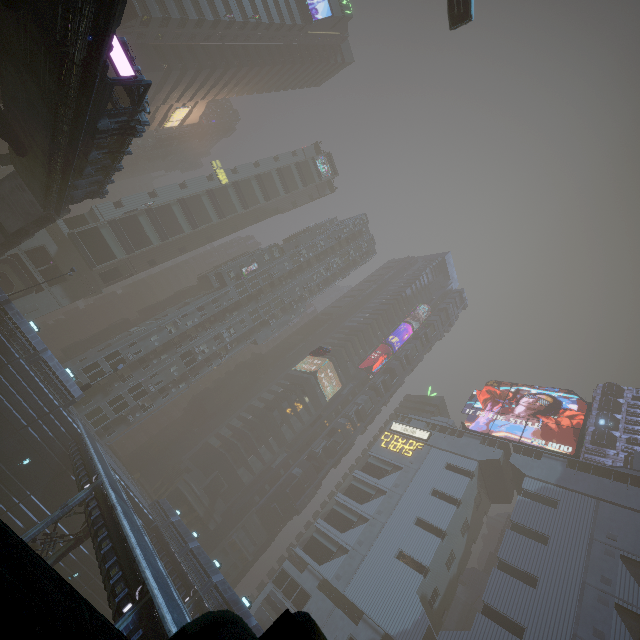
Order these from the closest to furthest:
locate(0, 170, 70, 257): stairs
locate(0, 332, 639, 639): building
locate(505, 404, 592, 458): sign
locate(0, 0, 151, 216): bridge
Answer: locate(0, 332, 639, 639): building < locate(0, 0, 151, 216): bridge < locate(0, 170, 70, 257): stairs < locate(505, 404, 592, 458): sign

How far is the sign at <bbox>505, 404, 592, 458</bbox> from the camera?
54.3 meters

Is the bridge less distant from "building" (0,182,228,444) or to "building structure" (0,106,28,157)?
"building structure" (0,106,28,157)

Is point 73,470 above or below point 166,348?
below

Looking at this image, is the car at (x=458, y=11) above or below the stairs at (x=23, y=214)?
above

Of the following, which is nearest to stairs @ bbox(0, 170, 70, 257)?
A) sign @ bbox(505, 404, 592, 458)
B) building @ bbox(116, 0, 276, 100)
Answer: building @ bbox(116, 0, 276, 100)

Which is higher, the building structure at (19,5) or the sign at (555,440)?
the sign at (555,440)

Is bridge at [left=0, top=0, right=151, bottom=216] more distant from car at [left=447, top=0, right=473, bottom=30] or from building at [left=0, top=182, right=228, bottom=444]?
car at [left=447, top=0, right=473, bottom=30]
